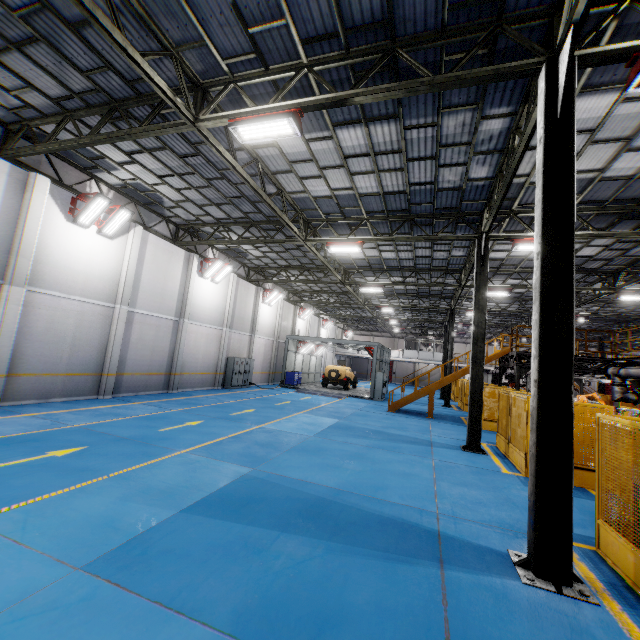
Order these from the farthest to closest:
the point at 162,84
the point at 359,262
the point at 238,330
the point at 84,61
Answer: the point at 238,330
the point at 359,262
the point at 84,61
the point at 162,84

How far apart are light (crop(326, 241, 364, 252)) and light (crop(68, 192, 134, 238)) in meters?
8.7 m

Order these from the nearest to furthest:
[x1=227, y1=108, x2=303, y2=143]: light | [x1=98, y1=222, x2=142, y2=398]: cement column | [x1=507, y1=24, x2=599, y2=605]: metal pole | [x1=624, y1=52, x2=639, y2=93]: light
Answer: [x1=507, y1=24, x2=599, y2=605]: metal pole
[x1=624, y1=52, x2=639, y2=93]: light
[x1=227, y1=108, x2=303, y2=143]: light
[x1=98, y1=222, x2=142, y2=398]: cement column

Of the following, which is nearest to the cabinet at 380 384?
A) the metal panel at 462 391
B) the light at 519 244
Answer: the metal panel at 462 391

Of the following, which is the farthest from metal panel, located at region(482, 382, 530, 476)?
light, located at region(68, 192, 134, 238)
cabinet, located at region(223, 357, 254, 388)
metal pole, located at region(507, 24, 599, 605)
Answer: light, located at region(68, 192, 134, 238)

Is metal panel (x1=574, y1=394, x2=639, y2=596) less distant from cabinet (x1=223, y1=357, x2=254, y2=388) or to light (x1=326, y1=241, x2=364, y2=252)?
light (x1=326, y1=241, x2=364, y2=252)

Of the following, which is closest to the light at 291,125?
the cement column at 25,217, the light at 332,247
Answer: the light at 332,247

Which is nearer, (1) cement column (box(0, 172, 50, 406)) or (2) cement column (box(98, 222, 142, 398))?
(1) cement column (box(0, 172, 50, 406))
